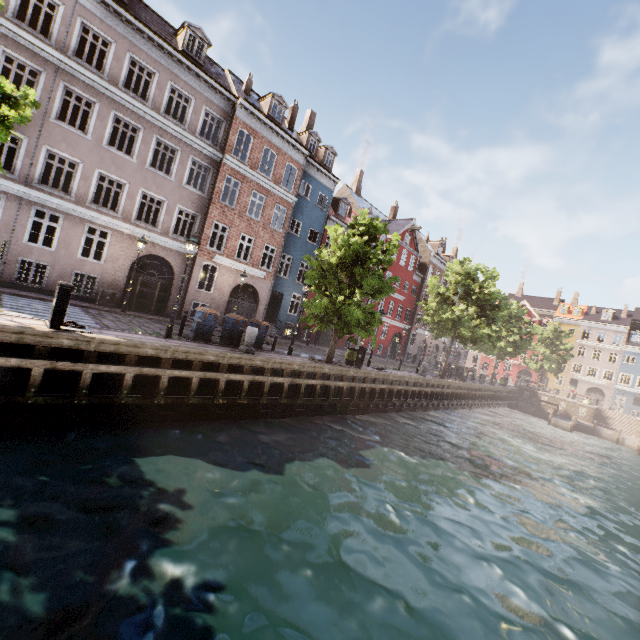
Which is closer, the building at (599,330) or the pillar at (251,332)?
the pillar at (251,332)

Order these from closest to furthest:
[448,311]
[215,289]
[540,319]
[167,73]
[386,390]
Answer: [167,73] → [386,390] → [215,289] → [448,311] → [540,319]

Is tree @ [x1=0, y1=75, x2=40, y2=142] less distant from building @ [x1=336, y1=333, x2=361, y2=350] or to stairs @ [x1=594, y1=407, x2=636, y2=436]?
building @ [x1=336, y1=333, x2=361, y2=350]

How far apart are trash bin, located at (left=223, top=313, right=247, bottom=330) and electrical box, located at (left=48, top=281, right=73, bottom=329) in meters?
6.3

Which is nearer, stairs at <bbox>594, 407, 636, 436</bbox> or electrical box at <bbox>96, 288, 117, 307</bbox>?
electrical box at <bbox>96, 288, 117, 307</bbox>

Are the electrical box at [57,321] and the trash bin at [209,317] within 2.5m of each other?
no

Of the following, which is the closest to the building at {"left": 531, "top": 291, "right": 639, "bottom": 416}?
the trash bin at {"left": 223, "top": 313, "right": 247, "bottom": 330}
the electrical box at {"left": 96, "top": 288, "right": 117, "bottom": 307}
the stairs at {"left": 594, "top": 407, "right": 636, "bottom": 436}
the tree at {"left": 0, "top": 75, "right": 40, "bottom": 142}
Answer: the electrical box at {"left": 96, "top": 288, "right": 117, "bottom": 307}

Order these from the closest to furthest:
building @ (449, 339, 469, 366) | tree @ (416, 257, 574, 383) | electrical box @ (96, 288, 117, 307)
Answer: electrical box @ (96, 288, 117, 307)
tree @ (416, 257, 574, 383)
building @ (449, 339, 469, 366)
